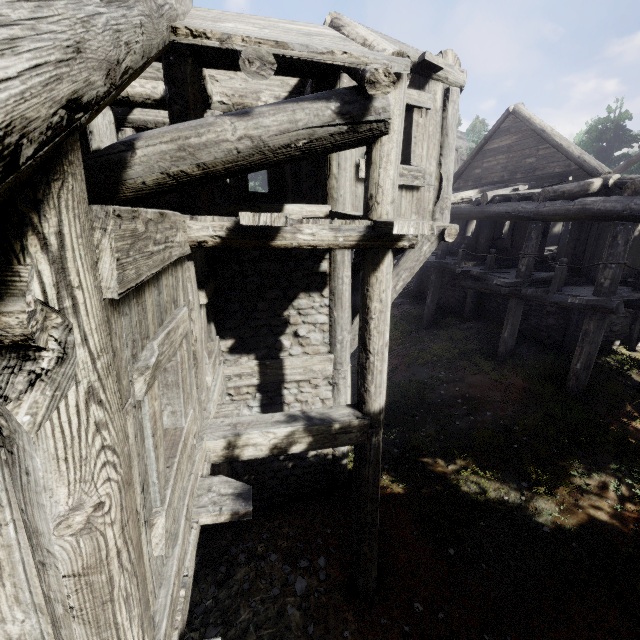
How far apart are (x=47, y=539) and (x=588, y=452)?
9.0m
